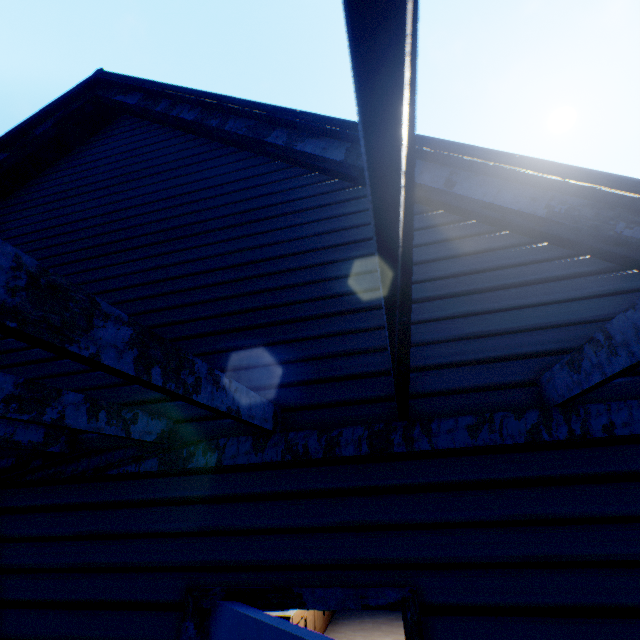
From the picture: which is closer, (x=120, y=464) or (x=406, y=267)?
(x=406, y=267)

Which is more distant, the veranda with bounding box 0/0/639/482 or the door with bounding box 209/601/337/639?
the door with bounding box 209/601/337/639

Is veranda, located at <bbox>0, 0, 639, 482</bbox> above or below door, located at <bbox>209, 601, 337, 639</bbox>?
above

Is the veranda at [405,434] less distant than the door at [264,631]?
Yes

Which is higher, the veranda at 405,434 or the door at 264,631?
the veranda at 405,434
